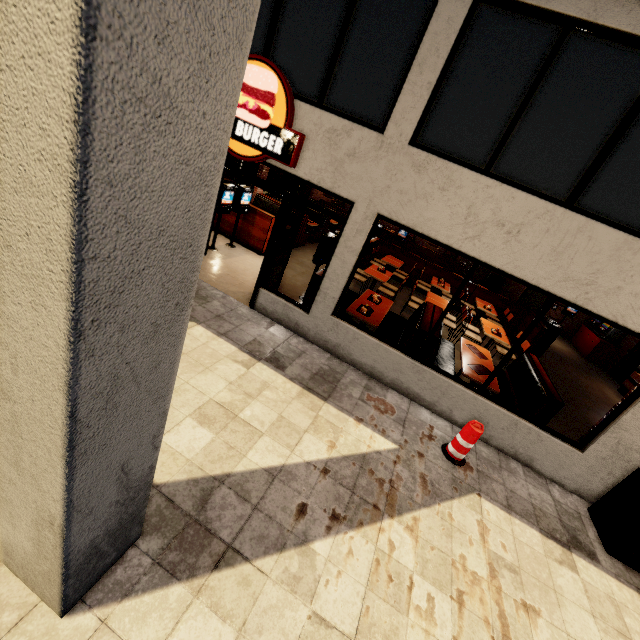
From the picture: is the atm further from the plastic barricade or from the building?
the plastic barricade

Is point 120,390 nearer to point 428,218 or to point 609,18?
point 428,218

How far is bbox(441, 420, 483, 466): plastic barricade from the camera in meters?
4.7

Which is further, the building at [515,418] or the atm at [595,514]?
the atm at [595,514]

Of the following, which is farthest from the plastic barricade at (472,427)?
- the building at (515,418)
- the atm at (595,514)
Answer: the atm at (595,514)

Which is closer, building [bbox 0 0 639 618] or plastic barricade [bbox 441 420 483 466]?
building [bbox 0 0 639 618]

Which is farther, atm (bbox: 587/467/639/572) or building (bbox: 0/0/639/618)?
atm (bbox: 587/467/639/572)
